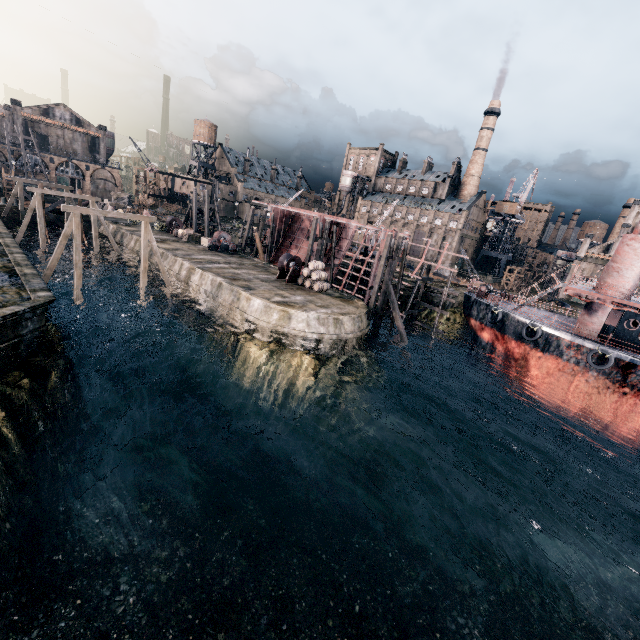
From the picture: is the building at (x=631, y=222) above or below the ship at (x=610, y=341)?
above

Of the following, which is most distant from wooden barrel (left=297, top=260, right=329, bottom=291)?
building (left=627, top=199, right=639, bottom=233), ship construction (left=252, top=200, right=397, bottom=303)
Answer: building (left=627, top=199, right=639, bottom=233)

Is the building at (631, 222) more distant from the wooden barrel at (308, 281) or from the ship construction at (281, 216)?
the wooden barrel at (308, 281)

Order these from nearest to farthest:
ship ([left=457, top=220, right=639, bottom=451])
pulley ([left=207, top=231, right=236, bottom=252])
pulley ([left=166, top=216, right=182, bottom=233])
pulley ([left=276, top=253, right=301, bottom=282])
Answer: ship ([left=457, top=220, right=639, bottom=451]), pulley ([left=276, top=253, right=301, bottom=282]), pulley ([left=207, top=231, right=236, bottom=252]), pulley ([left=166, top=216, right=182, bottom=233])

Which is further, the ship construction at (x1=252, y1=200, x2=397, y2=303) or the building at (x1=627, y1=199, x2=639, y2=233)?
the building at (x1=627, y1=199, x2=639, y2=233)

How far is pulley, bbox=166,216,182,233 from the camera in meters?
46.9

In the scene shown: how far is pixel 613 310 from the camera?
25.1m

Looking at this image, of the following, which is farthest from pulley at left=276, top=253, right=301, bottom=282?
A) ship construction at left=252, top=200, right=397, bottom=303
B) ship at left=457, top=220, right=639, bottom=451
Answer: ship at left=457, top=220, right=639, bottom=451
